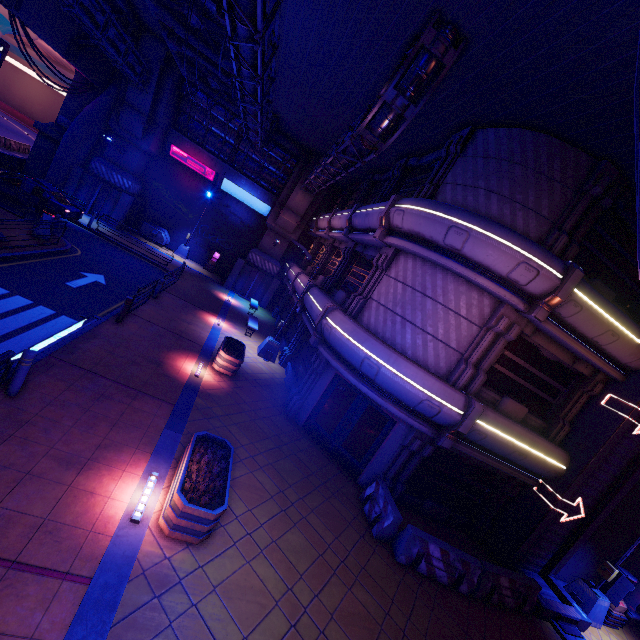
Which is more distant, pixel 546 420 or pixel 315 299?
pixel 315 299

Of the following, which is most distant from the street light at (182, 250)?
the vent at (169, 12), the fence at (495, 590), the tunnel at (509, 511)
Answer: the tunnel at (509, 511)

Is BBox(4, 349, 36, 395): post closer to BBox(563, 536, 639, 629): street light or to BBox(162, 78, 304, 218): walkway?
BBox(563, 536, 639, 629): street light

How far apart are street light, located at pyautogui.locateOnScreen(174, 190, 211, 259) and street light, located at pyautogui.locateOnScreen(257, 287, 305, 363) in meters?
14.9 m

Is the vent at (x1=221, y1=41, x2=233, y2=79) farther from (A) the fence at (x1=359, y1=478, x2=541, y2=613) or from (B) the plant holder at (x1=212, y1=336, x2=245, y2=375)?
(A) the fence at (x1=359, y1=478, x2=541, y2=613)

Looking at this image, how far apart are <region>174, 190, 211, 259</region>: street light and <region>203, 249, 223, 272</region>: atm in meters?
1.3

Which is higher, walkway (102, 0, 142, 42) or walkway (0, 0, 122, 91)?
walkway (102, 0, 142, 42)

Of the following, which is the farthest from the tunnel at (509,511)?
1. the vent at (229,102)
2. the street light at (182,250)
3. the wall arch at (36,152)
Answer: the wall arch at (36,152)
